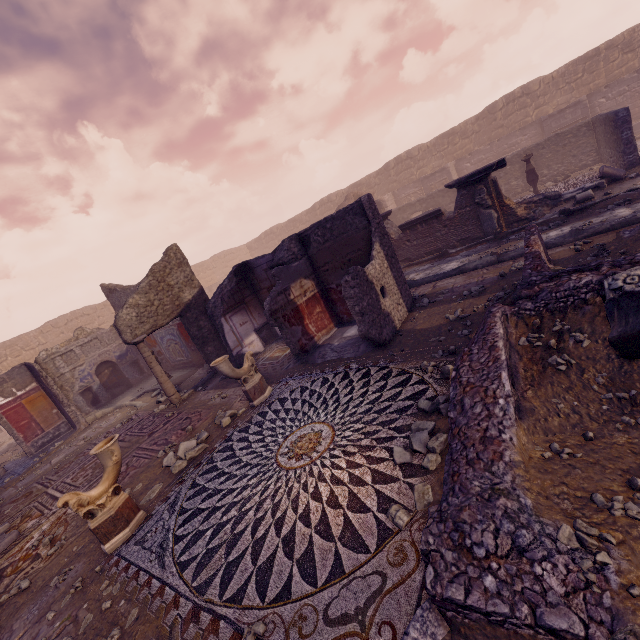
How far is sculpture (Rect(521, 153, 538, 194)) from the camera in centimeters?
1249cm

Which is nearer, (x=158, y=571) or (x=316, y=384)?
(x=158, y=571)

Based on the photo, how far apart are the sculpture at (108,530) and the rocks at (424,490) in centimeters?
384cm

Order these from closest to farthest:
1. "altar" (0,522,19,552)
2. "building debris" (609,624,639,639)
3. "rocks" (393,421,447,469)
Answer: "building debris" (609,624,639,639) < "rocks" (393,421,447,469) < "altar" (0,522,19,552)

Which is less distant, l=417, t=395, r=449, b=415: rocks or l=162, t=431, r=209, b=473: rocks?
l=417, t=395, r=449, b=415: rocks

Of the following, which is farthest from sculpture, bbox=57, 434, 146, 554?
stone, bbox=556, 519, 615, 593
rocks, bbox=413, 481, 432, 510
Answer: stone, bbox=556, 519, 615, 593

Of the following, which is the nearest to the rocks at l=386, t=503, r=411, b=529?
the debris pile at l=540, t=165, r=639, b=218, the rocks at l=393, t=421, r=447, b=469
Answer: the rocks at l=393, t=421, r=447, b=469

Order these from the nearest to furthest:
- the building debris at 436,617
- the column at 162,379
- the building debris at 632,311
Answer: the building debris at 436,617, the building debris at 632,311, the column at 162,379
